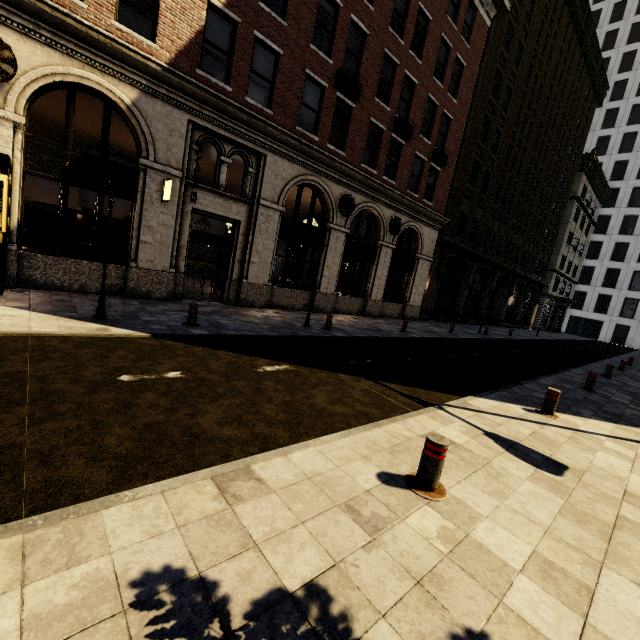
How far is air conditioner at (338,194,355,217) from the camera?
15.0m

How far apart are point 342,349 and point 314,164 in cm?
879

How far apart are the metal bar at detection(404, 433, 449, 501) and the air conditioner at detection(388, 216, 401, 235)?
15.8 meters

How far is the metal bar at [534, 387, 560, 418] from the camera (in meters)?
6.62

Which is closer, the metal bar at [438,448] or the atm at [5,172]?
the metal bar at [438,448]

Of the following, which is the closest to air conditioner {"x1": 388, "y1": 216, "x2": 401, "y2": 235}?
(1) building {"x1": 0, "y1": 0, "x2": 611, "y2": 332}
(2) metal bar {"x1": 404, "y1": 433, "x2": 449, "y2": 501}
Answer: (1) building {"x1": 0, "y1": 0, "x2": 611, "y2": 332}

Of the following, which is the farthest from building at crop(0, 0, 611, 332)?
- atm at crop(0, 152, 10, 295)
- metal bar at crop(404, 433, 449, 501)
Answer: metal bar at crop(404, 433, 449, 501)

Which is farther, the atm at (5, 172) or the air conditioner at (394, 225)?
the air conditioner at (394, 225)
